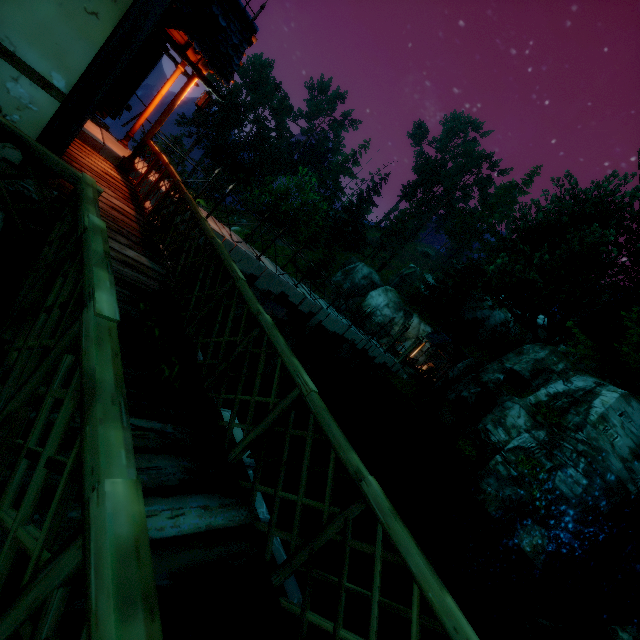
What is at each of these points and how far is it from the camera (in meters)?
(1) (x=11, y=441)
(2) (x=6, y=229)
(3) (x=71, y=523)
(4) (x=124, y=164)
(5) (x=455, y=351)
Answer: (1) fence, 1.36
(2) wooden platform, 2.87
(3) wooden platform, 1.57
(4) building, 7.38
(5) building, 28.80

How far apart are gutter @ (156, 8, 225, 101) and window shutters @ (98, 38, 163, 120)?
0.4m

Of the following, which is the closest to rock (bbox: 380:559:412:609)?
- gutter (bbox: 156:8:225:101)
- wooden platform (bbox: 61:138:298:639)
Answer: wooden platform (bbox: 61:138:298:639)

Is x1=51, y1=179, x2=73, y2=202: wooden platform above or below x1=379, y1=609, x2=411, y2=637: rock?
above

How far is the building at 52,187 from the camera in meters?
3.6

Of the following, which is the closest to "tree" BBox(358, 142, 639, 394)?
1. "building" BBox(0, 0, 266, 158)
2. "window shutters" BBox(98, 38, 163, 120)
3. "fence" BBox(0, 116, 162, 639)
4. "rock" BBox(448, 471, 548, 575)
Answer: "fence" BBox(0, 116, 162, 639)

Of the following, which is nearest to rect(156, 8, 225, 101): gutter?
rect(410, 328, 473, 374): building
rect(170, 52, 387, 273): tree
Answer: rect(170, 52, 387, 273): tree

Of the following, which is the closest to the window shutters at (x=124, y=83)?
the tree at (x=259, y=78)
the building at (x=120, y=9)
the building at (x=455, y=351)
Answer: the building at (x=120, y=9)
